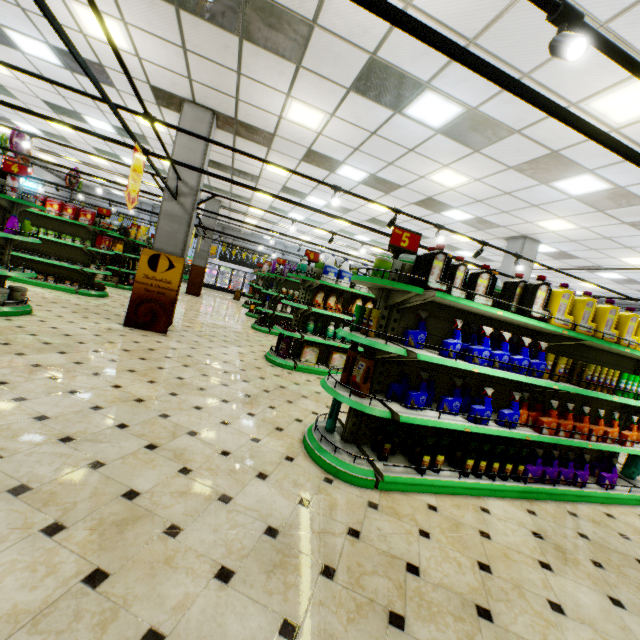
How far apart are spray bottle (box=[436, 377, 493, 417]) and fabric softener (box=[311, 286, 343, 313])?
3.93m

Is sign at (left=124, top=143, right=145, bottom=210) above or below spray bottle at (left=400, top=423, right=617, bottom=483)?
above

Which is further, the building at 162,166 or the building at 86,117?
the building at 86,117

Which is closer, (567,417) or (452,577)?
(452,577)

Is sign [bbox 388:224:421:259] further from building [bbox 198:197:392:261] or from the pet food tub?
the pet food tub

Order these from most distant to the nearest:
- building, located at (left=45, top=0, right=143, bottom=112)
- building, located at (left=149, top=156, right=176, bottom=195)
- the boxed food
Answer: the boxed food, building, located at (left=149, top=156, right=176, bottom=195), building, located at (left=45, top=0, right=143, bottom=112)

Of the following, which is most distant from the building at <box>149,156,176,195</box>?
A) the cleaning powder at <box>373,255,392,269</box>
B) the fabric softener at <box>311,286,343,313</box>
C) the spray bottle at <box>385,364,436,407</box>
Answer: the cleaning powder at <box>373,255,392,269</box>

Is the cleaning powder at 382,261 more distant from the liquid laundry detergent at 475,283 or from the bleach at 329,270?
the bleach at 329,270
